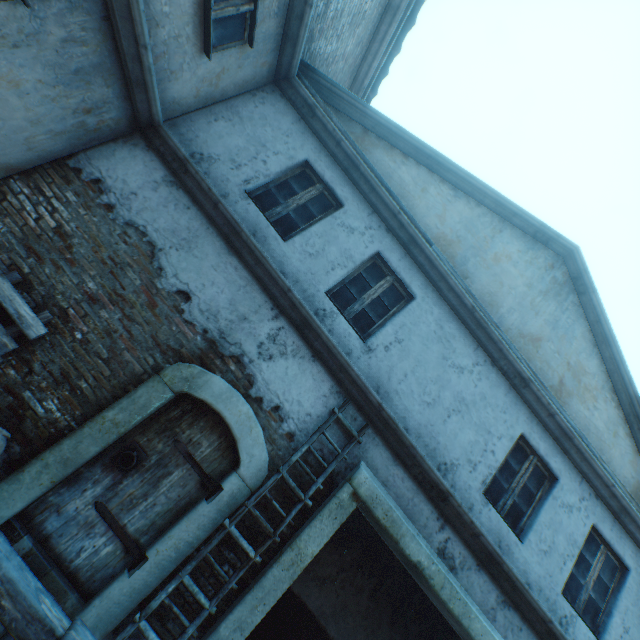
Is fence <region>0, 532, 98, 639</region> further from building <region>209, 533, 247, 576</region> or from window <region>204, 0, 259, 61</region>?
window <region>204, 0, 259, 61</region>

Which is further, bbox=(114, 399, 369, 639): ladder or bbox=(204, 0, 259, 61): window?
bbox=(204, 0, 259, 61): window

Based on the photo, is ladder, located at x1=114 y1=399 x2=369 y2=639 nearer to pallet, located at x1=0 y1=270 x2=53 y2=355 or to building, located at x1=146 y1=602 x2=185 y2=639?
building, located at x1=146 y1=602 x2=185 y2=639

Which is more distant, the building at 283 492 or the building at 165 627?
the building at 283 492

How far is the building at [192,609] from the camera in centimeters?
348cm

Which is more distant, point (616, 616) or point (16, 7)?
point (616, 616)

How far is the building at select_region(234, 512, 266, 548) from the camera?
3.8 meters
